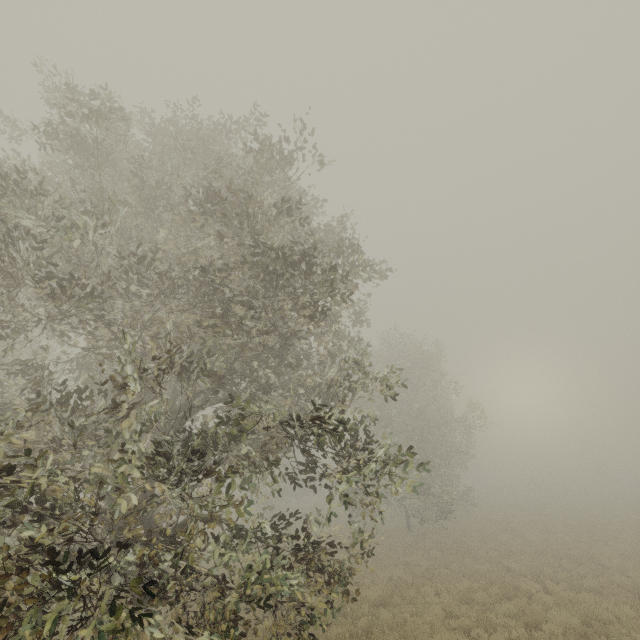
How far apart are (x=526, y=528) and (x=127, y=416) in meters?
29.5
